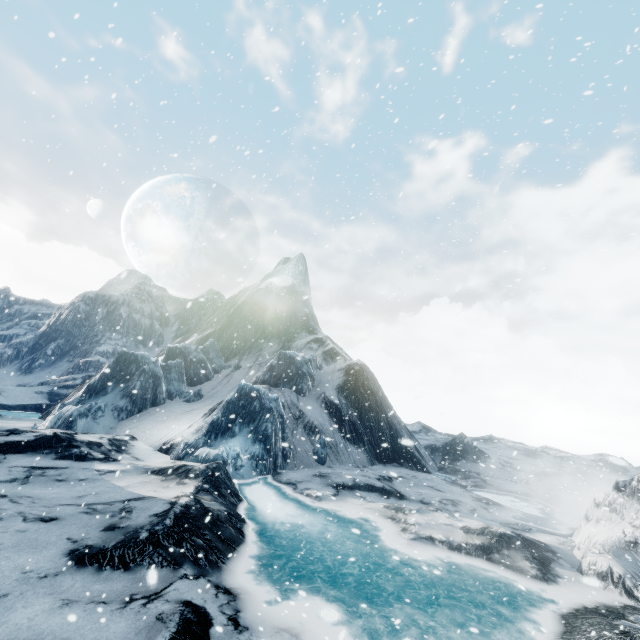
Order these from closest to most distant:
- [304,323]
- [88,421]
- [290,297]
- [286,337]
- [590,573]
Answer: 1. [590,573]
2. [88,421]
3. [286,337]
4. [304,323]
5. [290,297]
